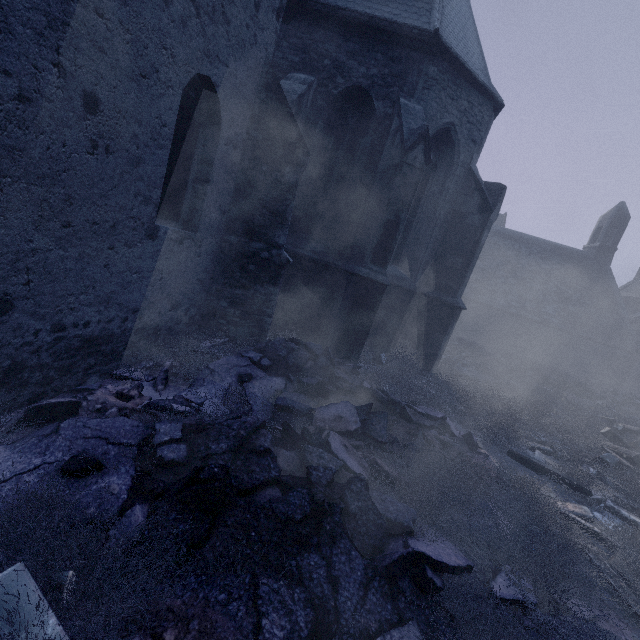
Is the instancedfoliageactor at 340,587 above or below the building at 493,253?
below

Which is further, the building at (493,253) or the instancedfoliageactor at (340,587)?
the building at (493,253)

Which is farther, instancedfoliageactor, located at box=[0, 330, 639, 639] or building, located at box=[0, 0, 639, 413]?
building, located at box=[0, 0, 639, 413]

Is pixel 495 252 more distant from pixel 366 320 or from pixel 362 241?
pixel 366 320

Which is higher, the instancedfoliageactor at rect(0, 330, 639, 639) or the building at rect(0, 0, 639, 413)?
the building at rect(0, 0, 639, 413)
